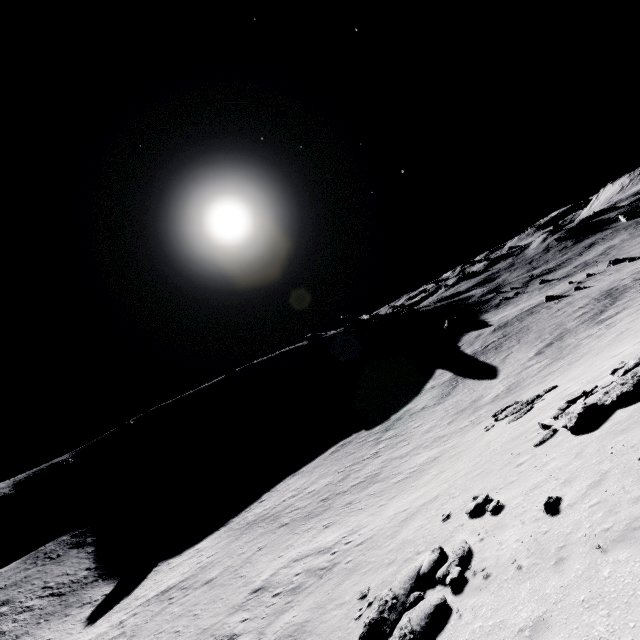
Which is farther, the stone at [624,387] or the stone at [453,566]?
the stone at [624,387]

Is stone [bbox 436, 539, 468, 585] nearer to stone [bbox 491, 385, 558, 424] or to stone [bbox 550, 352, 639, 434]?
stone [bbox 550, 352, 639, 434]

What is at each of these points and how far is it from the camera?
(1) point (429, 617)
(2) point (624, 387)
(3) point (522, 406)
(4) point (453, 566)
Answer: (1) stone, 7.6m
(2) stone, 10.1m
(3) stone, 21.9m
(4) stone, 8.8m

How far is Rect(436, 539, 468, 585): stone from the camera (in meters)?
8.29

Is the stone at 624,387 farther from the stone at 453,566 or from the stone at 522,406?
the stone at 522,406

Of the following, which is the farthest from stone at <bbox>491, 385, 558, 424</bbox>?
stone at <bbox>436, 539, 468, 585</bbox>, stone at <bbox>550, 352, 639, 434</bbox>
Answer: stone at <bbox>436, 539, 468, 585</bbox>
